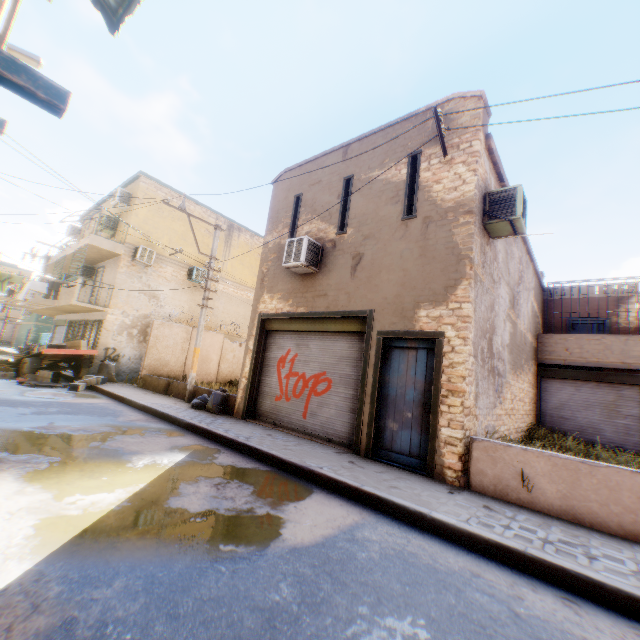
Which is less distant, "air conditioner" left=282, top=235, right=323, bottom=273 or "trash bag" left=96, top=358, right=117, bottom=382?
"air conditioner" left=282, top=235, right=323, bottom=273

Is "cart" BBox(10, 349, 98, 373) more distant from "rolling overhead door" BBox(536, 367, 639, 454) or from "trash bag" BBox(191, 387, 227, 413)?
"rolling overhead door" BBox(536, 367, 639, 454)

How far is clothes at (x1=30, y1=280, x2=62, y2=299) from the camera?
14.4m

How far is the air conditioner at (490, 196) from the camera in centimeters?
681cm

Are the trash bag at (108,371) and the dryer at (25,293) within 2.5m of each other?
no

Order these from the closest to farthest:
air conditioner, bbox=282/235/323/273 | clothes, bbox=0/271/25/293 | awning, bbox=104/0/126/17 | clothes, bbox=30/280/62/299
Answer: awning, bbox=104/0/126/17
air conditioner, bbox=282/235/323/273
clothes, bbox=0/271/25/293
clothes, bbox=30/280/62/299

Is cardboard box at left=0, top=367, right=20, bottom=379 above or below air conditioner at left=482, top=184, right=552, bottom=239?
below

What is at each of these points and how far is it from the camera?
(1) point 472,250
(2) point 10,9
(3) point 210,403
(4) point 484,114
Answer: (1) building, 6.6m
(2) building, 5.1m
(3) trash bag, 10.4m
(4) building, 7.4m
